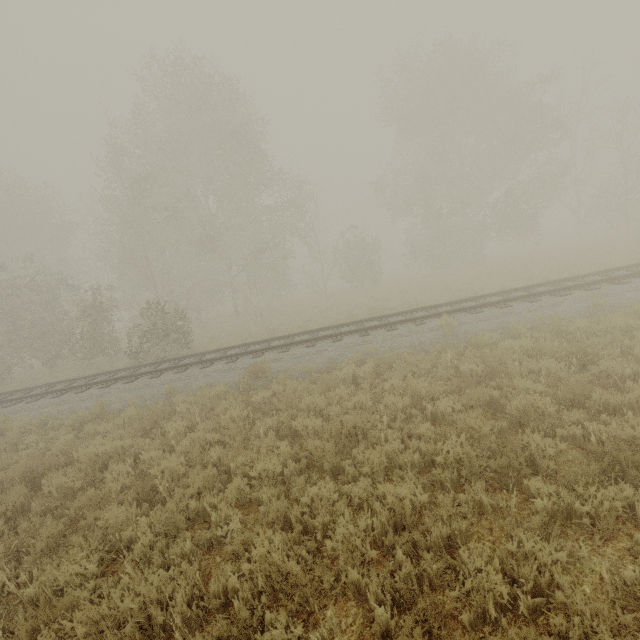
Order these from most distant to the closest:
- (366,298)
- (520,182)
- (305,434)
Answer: (520,182)
(366,298)
(305,434)
